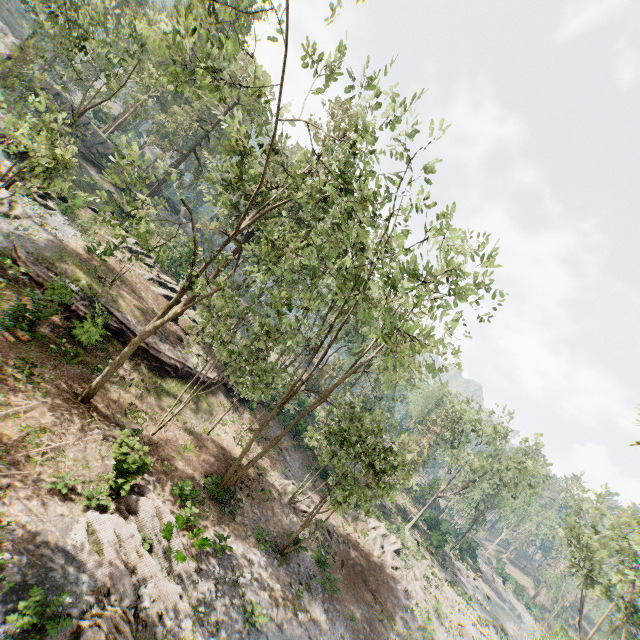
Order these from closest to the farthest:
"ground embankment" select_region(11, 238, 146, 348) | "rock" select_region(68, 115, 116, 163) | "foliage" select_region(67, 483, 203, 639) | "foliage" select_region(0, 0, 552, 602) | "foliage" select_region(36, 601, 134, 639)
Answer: "foliage" select_region(36, 601, 134, 639)
"foliage" select_region(67, 483, 203, 639)
"foliage" select_region(0, 0, 552, 602)
"ground embankment" select_region(11, 238, 146, 348)
"rock" select_region(68, 115, 116, 163)

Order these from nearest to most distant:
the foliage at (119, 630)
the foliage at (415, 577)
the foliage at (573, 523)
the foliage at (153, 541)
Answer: the foliage at (119, 630) < the foliage at (153, 541) < the foliage at (573, 523) < the foliage at (415, 577)

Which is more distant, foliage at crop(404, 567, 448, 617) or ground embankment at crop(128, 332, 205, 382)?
foliage at crop(404, 567, 448, 617)

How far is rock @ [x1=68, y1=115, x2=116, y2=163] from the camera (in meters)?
40.88

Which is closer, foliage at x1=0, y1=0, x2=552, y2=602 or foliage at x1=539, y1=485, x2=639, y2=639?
foliage at x1=0, y1=0, x2=552, y2=602

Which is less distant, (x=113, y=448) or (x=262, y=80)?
(x=113, y=448)

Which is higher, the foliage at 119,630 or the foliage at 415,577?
the foliage at 415,577
